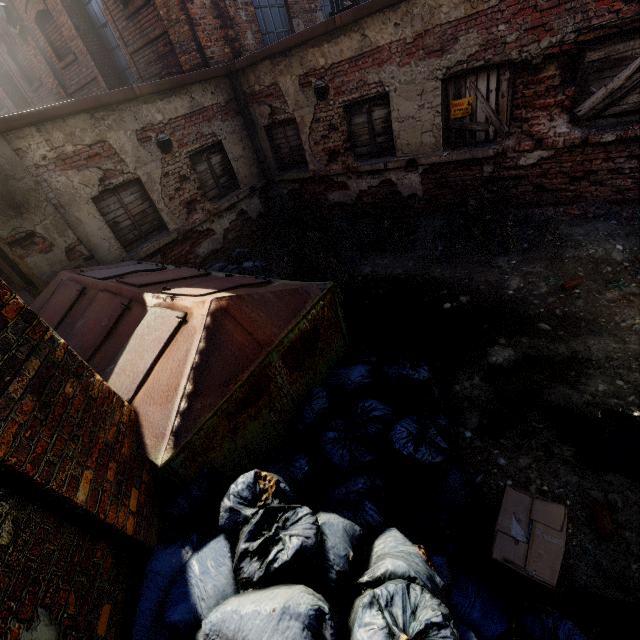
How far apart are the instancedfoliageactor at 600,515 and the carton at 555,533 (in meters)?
0.32

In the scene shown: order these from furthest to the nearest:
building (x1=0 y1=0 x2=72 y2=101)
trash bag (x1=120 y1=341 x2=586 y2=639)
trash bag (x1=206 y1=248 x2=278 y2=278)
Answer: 1. building (x1=0 y1=0 x2=72 y2=101)
2. trash bag (x1=206 y1=248 x2=278 y2=278)
3. trash bag (x1=120 y1=341 x2=586 y2=639)

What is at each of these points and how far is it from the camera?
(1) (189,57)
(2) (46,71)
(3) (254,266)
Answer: (1) building, 7.1 meters
(2) building, 10.1 meters
(3) trash bag, 6.1 meters

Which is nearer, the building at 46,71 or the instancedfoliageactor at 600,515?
the instancedfoliageactor at 600,515

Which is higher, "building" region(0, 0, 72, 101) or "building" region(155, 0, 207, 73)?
"building" region(0, 0, 72, 101)

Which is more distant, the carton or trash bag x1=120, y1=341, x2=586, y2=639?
the carton

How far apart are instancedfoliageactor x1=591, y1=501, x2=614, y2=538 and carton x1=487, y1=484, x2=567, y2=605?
0.3m

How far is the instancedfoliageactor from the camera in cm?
231
